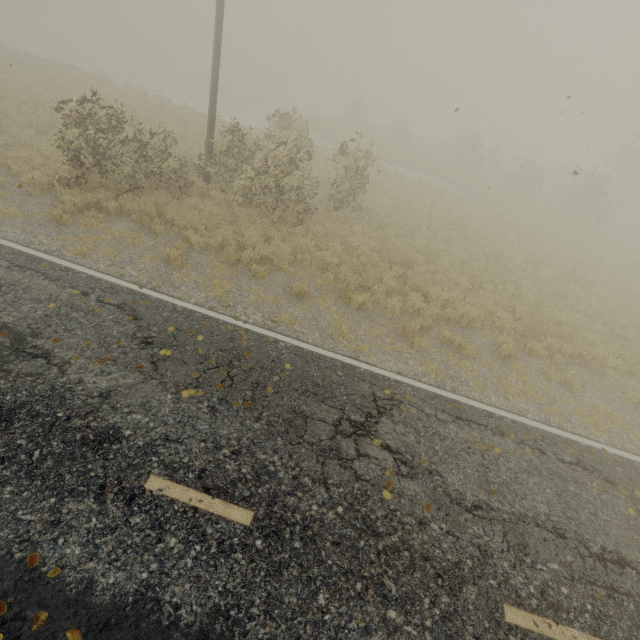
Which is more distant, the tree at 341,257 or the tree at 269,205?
the tree at 341,257

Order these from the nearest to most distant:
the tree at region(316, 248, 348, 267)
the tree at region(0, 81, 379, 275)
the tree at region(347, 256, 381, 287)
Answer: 1. the tree at region(347, 256, 381, 287)
2. the tree at region(0, 81, 379, 275)
3. the tree at region(316, 248, 348, 267)

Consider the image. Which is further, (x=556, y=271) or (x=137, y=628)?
(x=556, y=271)

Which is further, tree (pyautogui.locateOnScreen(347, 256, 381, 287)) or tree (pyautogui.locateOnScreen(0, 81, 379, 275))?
tree (pyautogui.locateOnScreen(0, 81, 379, 275))

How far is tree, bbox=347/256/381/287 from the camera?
9.0m
